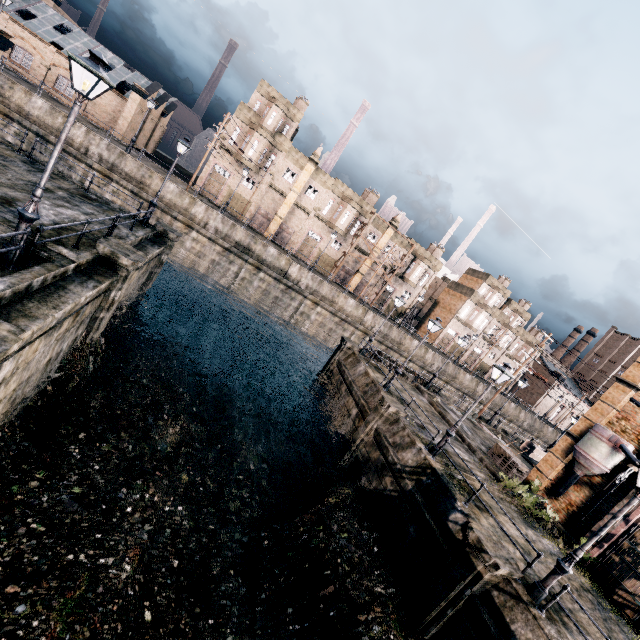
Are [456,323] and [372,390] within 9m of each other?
no

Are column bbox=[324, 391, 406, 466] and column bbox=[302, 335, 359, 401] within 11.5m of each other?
yes

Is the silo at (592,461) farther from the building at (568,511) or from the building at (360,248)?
the building at (360,248)

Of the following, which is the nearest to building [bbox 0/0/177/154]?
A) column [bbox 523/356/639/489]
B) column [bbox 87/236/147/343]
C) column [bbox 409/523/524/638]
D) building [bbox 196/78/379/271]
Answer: building [bbox 196/78/379/271]

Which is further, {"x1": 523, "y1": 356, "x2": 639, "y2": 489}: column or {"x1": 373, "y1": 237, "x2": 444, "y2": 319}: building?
{"x1": 373, "y1": 237, "x2": 444, "y2": 319}: building

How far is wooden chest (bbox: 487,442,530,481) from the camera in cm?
2107

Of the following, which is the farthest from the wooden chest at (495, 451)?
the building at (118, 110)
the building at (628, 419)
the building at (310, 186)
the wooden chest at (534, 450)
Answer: the building at (118, 110)

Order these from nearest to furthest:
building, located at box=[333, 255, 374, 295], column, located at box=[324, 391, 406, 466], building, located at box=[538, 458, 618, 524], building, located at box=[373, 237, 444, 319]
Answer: column, located at box=[324, 391, 406, 466], building, located at box=[538, 458, 618, 524], building, located at box=[333, 255, 374, 295], building, located at box=[373, 237, 444, 319]
